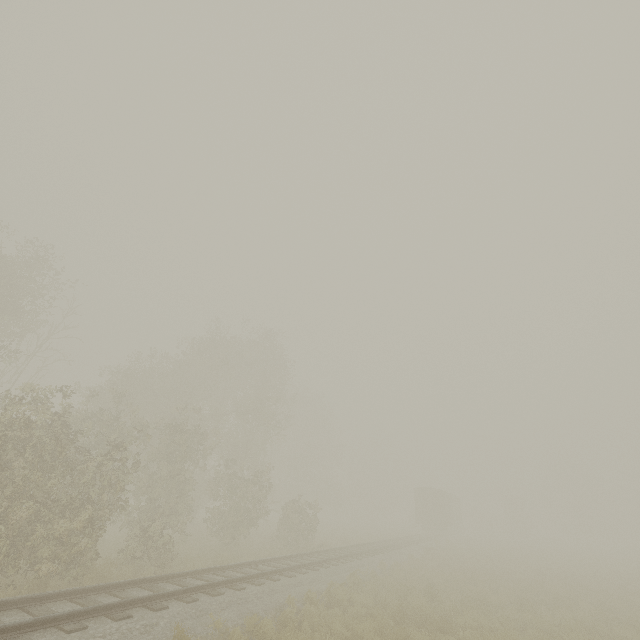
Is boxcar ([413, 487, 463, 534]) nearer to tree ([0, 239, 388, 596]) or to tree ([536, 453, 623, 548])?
tree ([536, 453, 623, 548])

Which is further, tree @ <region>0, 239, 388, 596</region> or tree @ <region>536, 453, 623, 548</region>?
tree @ <region>536, 453, 623, 548</region>

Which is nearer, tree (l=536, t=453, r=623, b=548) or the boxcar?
the boxcar

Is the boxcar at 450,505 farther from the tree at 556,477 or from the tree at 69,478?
the tree at 69,478

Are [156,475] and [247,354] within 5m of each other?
no

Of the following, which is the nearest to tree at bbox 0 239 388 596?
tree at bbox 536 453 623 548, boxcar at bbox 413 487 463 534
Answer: boxcar at bbox 413 487 463 534

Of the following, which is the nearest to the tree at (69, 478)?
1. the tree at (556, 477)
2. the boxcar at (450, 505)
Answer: the boxcar at (450, 505)
